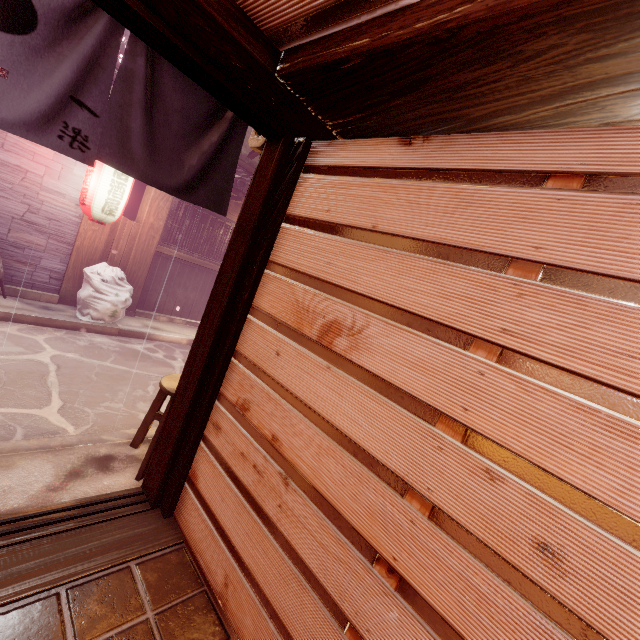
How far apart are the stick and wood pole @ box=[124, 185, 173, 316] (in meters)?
0.01

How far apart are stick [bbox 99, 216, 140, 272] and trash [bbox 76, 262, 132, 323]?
0.09m

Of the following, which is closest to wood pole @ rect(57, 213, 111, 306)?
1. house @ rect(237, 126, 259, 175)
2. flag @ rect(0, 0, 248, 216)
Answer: house @ rect(237, 126, 259, 175)

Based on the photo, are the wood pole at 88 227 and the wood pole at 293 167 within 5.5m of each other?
no

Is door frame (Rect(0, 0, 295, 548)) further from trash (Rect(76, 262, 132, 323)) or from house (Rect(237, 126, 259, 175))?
house (Rect(237, 126, 259, 175))

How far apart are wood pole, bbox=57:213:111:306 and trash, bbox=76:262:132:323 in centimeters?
27cm

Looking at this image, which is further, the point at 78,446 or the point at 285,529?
the point at 78,446

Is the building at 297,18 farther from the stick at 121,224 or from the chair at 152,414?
the stick at 121,224
